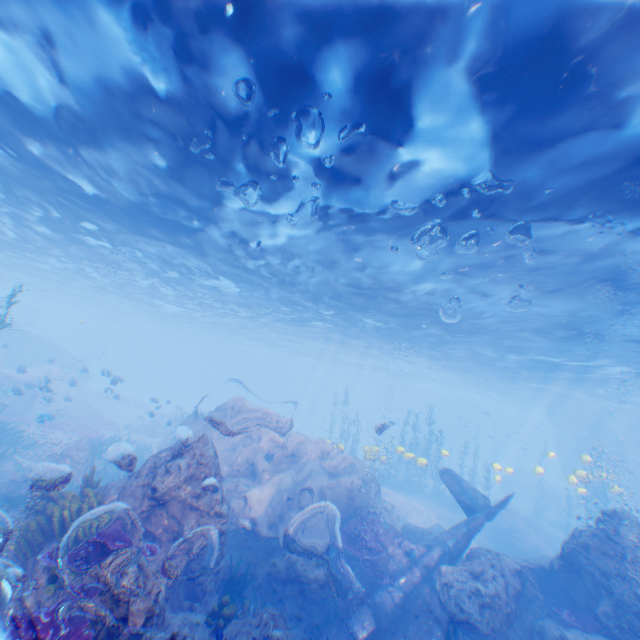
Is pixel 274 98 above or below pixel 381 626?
above

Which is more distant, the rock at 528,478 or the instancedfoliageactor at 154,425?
the rock at 528,478

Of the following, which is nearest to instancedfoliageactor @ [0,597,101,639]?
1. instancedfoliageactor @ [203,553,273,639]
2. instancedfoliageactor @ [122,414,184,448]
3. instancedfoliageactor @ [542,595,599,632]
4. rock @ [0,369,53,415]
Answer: rock @ [0,369,53,415]

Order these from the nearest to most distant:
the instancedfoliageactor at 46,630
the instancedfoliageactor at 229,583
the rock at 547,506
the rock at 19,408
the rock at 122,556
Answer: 1. the instancedfoliageactor at 46,630
2. the rock at 122,556
3. the instancedfoliageactor at 229,583
4. the rock at 19,408
5. the rock at 547,506

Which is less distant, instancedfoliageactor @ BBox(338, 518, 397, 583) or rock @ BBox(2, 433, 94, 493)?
instancedfoliageactor @ BBox(338, 518, 397, 583)

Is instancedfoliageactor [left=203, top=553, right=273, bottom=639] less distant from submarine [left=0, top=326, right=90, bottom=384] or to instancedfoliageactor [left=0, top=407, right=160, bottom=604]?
instancedfoliageactor [left=0, top=407, right=160, bottom=604]

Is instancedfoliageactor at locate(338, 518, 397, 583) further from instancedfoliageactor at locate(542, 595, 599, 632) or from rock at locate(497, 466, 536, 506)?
instancedfoliageactor at locate(542, 595, 599, 632)

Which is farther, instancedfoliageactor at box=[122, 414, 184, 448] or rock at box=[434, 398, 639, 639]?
instancedfoliageactor at box=[122, 414, 184, 448]
